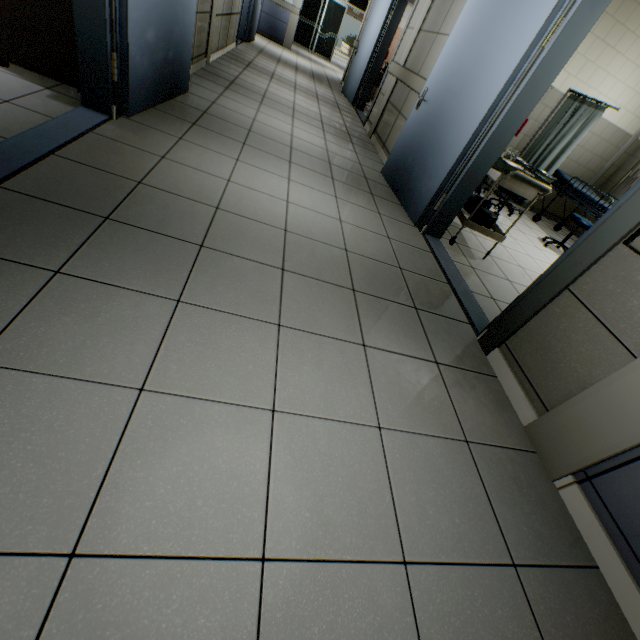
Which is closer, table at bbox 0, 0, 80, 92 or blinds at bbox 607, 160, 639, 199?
table at bbox 0, 0, 80, 92

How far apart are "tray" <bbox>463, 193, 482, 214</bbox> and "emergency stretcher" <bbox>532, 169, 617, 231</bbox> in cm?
257

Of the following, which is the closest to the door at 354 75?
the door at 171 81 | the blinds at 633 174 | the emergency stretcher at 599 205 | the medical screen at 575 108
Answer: the medical screen at 575 108

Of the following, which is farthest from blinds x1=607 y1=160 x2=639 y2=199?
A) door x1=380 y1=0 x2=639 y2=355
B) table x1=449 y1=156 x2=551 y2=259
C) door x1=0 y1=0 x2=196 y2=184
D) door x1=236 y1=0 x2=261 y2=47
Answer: door x1=236 y1=0 x2=261 y2=47

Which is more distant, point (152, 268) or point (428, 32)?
point (428, 32)

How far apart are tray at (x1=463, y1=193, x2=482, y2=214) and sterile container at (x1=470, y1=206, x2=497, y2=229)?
0.2 meters

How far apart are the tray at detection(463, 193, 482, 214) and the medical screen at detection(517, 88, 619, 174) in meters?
2.8

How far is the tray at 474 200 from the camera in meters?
3.7
